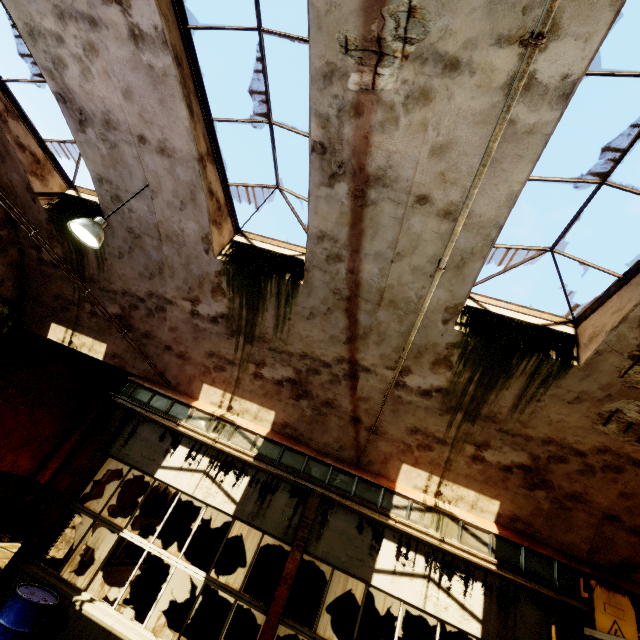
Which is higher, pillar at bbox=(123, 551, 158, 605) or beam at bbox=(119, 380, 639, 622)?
beam at bbox=(119, 380, 639, 622)

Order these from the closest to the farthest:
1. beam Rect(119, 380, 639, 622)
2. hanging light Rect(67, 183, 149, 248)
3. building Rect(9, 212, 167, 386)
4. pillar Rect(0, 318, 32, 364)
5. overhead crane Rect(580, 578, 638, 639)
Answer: overhead crane Rect(580, 578, 638, 639) → hanging light Rect(67, 183, 149, 248) → beam Rect(119, 380, 639, 622) → building Rect(9, 212, 167, 386) → pillar Rect(0, 318, 32, 364)

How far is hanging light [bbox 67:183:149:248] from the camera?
5.3 meters

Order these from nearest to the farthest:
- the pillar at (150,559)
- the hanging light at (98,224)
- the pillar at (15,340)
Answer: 1. the hanging light at (98,224)
2. the pillar at (15,340)
3. the pillar at (150,559)

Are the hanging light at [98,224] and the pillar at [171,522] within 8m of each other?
no

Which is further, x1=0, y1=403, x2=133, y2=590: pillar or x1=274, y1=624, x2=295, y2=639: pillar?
x1=274, y1=624, x2=295, y2=639: pillar

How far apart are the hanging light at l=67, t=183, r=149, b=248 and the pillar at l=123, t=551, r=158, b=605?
8.8 meters

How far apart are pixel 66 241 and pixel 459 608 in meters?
11.8
